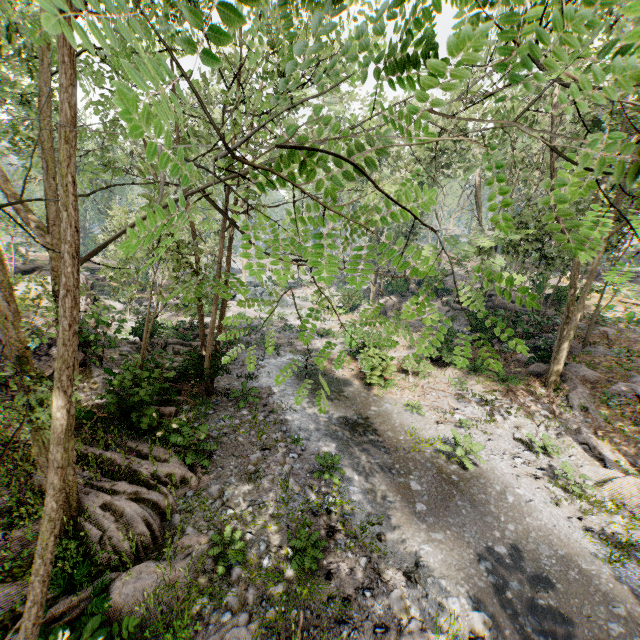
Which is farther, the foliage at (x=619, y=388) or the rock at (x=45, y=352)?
the foliage at (x=619, y=388)

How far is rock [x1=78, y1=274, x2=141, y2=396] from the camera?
11.88m

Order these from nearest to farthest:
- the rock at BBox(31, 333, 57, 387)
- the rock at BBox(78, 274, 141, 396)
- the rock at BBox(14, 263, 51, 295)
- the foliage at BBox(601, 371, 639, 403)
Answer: the rock at BBox(31, 333, 57, 387)
the rock at BBox(78, 274, 141, 396)
the foliage at BBox(601, 371, 639, 403)
the rock at BBox(14, 263, 51, 295)

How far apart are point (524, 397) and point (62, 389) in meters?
18.4 m

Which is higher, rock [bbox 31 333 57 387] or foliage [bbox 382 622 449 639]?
rock [bbox 31 333 57 387]

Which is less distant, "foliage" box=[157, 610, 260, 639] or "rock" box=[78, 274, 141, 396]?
"foliage" box=[157, 610, 260, 639]

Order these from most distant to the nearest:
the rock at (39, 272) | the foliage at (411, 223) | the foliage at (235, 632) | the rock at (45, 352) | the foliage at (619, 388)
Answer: the rock at (39, 272), the foliage at (619, 388), the rock at (45, 352), the foliage at (235, 632), the foliage at (411, 223)
